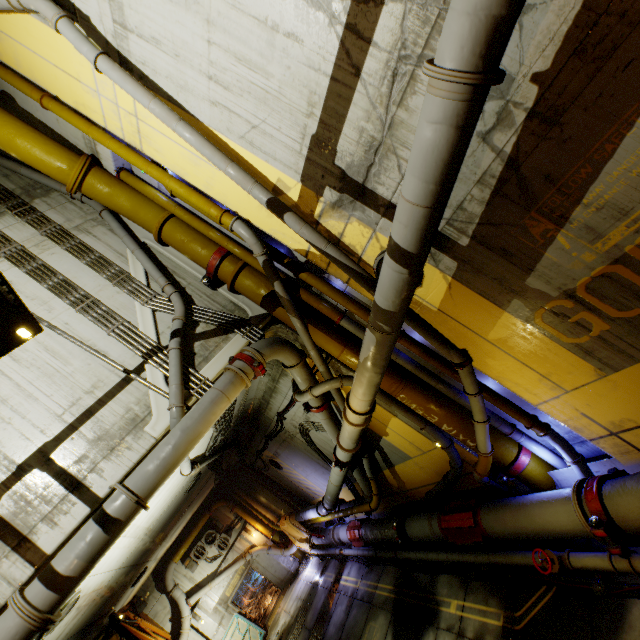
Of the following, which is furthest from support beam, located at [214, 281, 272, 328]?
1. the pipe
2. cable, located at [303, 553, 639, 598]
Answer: cable, located at [303, 553, 639, 598]

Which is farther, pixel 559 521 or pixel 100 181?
pixel 100 181

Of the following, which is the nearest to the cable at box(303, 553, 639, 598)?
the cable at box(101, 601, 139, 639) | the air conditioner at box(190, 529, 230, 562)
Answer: the air conditioner at box(190, 529, 230, 562)

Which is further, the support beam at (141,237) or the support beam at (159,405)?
the support beam at (141,237)

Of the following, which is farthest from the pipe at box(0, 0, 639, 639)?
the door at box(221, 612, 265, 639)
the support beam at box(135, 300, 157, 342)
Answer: the door at box(221, 612, 265, 639)

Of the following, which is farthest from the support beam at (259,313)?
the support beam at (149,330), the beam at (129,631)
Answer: the beam at (129,631)

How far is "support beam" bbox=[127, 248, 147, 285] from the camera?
7.43m

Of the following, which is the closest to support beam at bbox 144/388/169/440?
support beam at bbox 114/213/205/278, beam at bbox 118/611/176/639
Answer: support beam at bbox 114/213/205/278
